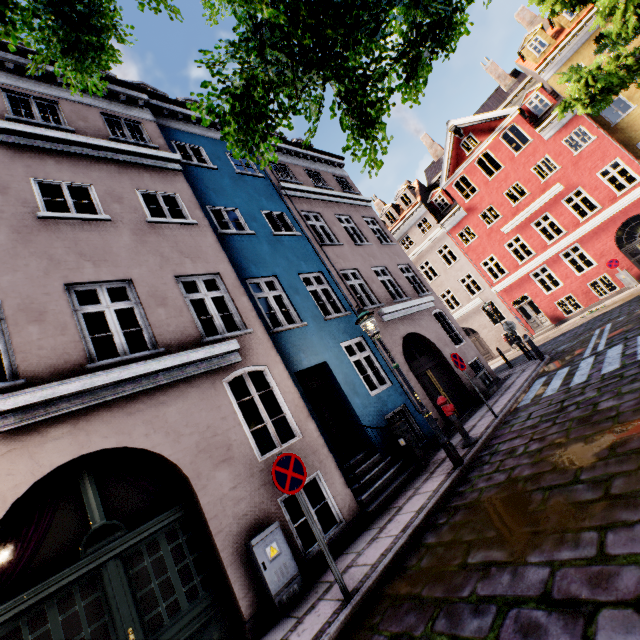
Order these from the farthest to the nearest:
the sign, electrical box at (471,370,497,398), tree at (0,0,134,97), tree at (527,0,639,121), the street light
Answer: electrical box at (471,370,497,398), tree at (527,0,639,121), the street light, the sign, tree at (0,0,134,97)

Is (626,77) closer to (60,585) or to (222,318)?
(222,318)

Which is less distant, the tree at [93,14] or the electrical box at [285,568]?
the tree at [93,14]

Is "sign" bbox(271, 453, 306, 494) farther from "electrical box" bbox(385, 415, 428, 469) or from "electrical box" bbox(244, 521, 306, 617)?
"electrical box" bbox(385, 415, 428, 469)

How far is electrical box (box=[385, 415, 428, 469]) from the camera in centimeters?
777cm

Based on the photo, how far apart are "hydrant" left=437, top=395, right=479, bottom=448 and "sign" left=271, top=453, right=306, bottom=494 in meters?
4.4

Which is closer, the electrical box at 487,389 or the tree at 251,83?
the tree at 251,83

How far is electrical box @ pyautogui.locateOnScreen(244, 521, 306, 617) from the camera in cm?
480
